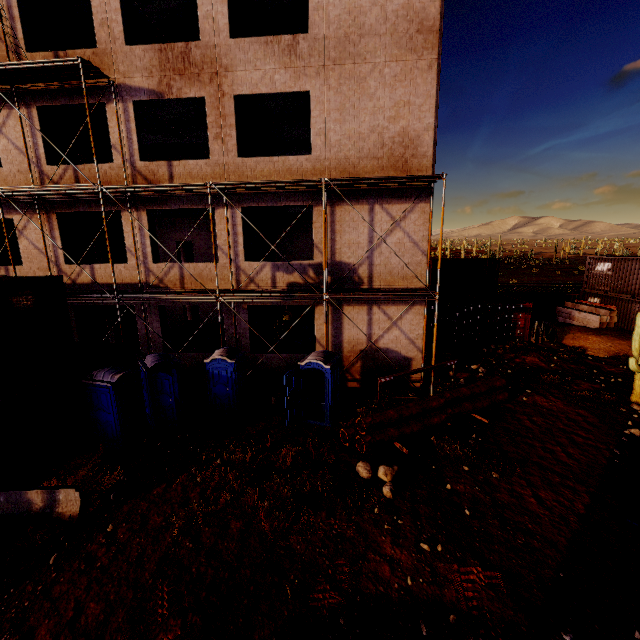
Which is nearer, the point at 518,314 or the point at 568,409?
the point at 568,409

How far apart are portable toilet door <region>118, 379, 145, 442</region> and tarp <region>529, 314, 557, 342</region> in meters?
21.2

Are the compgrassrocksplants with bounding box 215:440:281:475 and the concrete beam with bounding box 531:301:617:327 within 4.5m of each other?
no

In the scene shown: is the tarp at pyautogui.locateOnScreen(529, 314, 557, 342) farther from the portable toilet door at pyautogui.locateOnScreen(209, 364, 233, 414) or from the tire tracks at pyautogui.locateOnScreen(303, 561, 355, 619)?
the tire tracks at pyautogui.locateOnScreen(303, 561, 355, 619)

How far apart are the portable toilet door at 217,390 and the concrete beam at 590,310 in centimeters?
2410cm

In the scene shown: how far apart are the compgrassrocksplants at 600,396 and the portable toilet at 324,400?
8.6 meters

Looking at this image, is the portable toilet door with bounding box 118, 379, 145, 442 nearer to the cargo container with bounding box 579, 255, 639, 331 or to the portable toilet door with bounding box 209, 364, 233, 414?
the portable toilet door with bounding box 209, 364, 233, 414

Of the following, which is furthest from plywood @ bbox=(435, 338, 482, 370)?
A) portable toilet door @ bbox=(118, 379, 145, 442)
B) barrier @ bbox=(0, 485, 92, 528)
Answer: barrier @ bbox=(0, 485, 92, 528)
